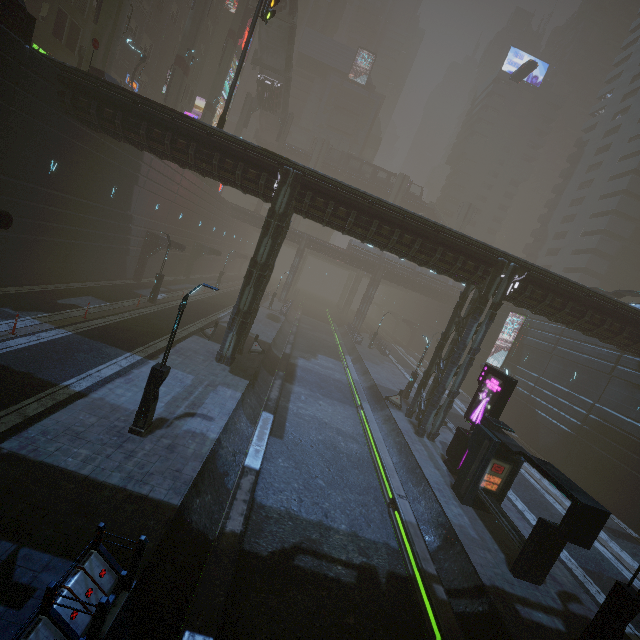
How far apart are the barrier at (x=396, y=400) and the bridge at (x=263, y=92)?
48.8 meters

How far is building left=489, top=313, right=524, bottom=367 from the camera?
35.8m

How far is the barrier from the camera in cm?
2448

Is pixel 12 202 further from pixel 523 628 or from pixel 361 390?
pixel 523 628

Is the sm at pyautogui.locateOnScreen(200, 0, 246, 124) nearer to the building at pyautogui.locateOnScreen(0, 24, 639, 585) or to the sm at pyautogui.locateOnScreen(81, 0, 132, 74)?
the building at pyautogui.locateOnScreen(0, 24, 639, 585)

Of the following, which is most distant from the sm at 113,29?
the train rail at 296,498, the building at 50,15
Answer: the train rail at 296,498

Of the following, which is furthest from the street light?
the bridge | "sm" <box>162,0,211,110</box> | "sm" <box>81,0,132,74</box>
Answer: the bridge

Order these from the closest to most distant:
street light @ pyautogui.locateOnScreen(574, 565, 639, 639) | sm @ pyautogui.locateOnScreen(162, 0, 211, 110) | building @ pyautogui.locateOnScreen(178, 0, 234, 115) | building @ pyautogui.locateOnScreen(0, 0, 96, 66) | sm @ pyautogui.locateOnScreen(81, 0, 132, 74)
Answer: street light @ pyautogui.locateOnScreen(574, 565, 639, 639), building @ pyautogui.locateOnScreen(0, 0, 96, 66), sm @ pyautogui.locateOnScreen(81, 0, 132, 74), sm @ pyautogui.locateOnScreen(162, 0, 211, 110), building @ pyautogui.locateOnScreen(178, 0, 234, 115)
